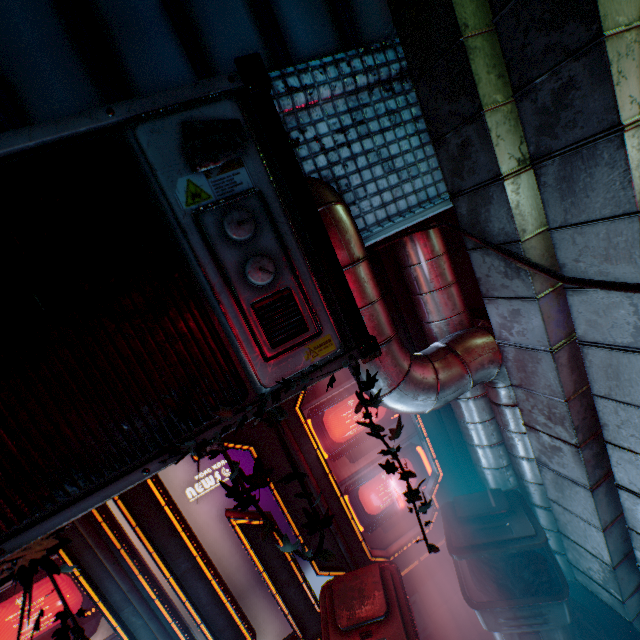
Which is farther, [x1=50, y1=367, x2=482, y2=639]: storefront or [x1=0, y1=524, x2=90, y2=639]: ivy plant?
[x1=50, y1=367, x2=482, y2=639]: storefront

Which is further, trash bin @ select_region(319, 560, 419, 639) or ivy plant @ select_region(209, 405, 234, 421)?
trash bin @ select_region(319, 560, 419, 639)

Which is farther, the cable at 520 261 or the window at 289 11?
the window at 289 11

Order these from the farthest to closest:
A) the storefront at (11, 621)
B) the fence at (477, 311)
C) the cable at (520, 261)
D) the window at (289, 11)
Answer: the fence at (477, 311) → the storefront at (11, 621) → the window at (289, 11) → the cable at (520, 261)

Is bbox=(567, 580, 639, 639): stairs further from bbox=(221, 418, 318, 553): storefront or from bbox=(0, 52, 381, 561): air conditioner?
bbox=(0, 52, 381, 561): air conditioner

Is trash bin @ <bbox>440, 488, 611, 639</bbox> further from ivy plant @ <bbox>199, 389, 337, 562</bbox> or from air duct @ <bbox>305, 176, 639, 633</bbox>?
ivy plant @ <bbox>199, 389, 337, 562</bbox>

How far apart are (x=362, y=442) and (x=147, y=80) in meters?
2.5

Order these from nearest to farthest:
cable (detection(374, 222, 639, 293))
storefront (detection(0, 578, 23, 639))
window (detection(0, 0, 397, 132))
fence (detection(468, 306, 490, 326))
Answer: cable (detection(374, 222, 639, 293)) < window (detection(0, 0, 397, 132)) < storefront (detection(0, 578, 23, 639)) < fence (detection(468, 306, 490, 326))
